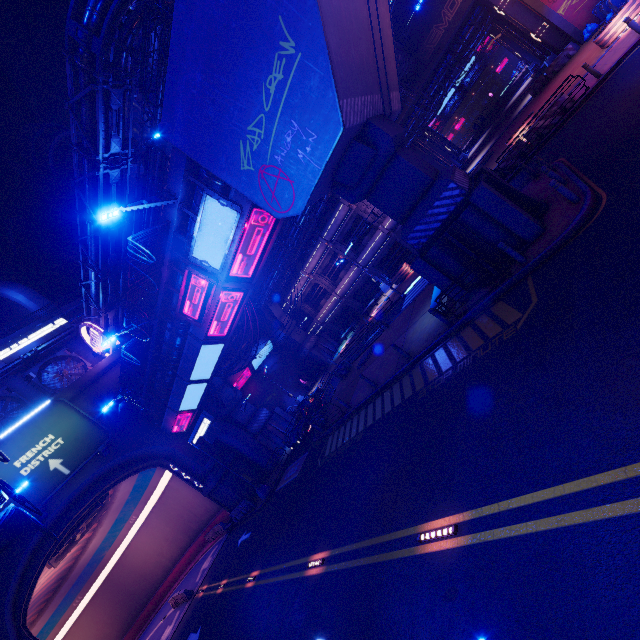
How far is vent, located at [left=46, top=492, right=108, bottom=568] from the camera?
25.6 meters

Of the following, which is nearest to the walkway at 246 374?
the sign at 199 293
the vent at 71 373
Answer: the vent at 71 373

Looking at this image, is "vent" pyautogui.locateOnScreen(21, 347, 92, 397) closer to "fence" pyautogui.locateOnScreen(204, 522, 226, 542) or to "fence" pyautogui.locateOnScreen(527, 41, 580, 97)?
"fence" pyautogui.locateOnScreen(204, 522, 226, 542)

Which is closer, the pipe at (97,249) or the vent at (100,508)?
the pipe at (97,249)

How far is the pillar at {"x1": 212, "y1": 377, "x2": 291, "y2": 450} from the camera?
30.0 meters

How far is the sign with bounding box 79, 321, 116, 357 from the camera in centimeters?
2967cm

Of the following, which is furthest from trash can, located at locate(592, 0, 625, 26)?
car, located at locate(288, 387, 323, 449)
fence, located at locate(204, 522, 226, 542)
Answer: fence, located at locate(204, 522, 226, 542)

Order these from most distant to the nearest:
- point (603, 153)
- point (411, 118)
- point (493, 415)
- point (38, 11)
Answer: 1. point (38, 11)
2. point (411, 118)
3. point (603, 153)
4. point (493, 415)
